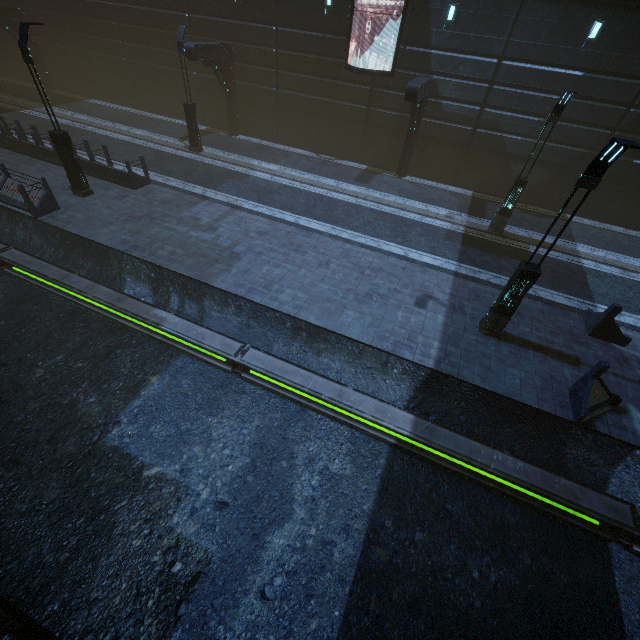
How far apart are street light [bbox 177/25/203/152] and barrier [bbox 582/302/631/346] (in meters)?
20.76

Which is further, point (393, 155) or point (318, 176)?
point (393, 155)

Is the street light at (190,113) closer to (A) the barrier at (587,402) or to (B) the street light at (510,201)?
(B) the street light at (510,201)

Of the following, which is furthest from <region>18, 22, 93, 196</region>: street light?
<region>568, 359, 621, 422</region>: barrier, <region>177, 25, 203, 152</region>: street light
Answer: <region>568, 359, 621, 422</region>: barrier

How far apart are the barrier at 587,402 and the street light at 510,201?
8.8m

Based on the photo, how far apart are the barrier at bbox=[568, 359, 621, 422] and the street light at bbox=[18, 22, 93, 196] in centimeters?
1930cm

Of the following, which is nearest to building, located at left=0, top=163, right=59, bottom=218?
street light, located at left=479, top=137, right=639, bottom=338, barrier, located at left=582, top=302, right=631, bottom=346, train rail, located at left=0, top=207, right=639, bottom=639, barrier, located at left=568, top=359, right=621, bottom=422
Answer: train rail, located at left=0, top=207, right=639, bottom=639

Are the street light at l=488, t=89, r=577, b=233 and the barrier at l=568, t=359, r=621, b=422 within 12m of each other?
yes
